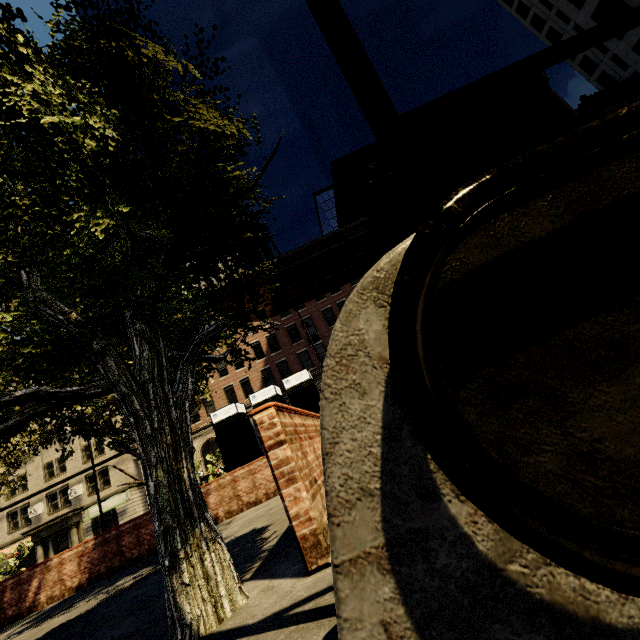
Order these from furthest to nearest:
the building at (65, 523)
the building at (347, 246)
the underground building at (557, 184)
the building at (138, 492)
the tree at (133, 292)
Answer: the building at (347, 246), the building at (138, 492), the building at (65, 523), the tree at (133, 292), the underground building at (557, 184)

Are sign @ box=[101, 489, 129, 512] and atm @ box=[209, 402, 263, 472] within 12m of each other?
no

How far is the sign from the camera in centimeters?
2867cm

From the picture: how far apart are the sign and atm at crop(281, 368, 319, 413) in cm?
2674

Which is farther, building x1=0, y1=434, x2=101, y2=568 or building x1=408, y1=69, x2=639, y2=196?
building x1=408, y1=69, x2=639, y2=196

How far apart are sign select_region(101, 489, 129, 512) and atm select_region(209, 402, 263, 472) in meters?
24.7 m

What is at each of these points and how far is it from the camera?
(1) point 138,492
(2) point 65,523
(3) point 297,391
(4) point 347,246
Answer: (1) building, 30.0m
(2) building, 28.3m
(3) atm, 11.1m
(4) building, 34.5m

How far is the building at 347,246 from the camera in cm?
3112
